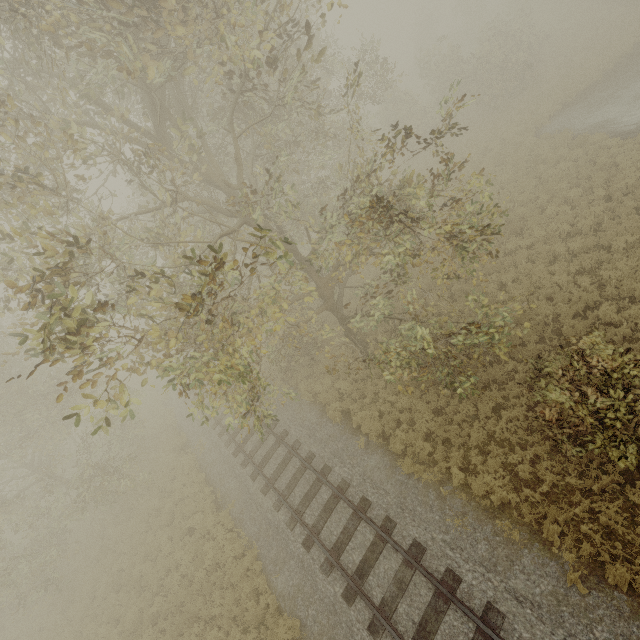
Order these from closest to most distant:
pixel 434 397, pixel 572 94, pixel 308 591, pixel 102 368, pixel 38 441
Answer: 1. pixel 308 591
2. pixel 434 397
3. pixel 38 441
4. pixel 572 94
5. pixel 102 368
